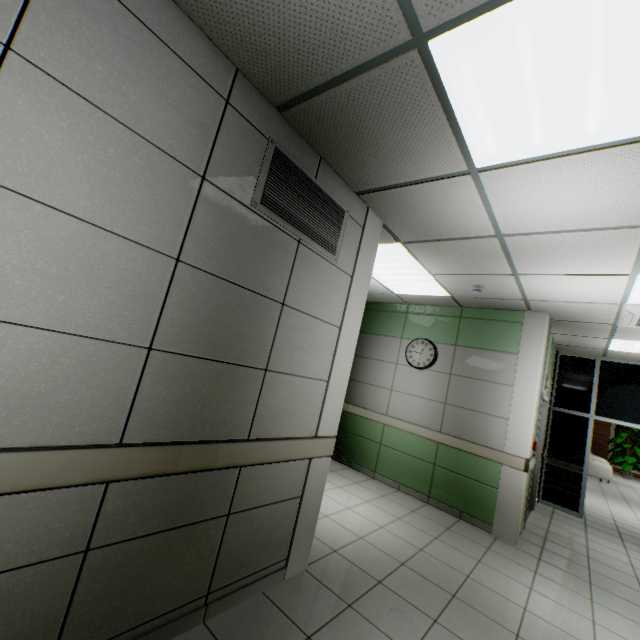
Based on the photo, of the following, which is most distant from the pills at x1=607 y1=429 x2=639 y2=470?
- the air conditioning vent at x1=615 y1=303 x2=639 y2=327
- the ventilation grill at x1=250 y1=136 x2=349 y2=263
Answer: the ventilation grill at x1=250 y1=136 x2=349 y2=263

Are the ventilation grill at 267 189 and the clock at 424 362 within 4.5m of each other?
yes

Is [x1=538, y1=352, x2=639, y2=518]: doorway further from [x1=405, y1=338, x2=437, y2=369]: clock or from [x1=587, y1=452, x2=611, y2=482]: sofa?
[x1=587, y1=452, x2=611, y2=482]: sofa

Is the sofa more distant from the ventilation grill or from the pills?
the ventilation grill

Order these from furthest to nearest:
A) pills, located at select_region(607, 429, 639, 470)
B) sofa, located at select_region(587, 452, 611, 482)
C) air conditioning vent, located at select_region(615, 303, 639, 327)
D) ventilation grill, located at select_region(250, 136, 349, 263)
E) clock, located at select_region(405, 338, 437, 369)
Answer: pills, located at select_region(607, 429, 639, 470)
sofa, located at select_region(587, 452, 611, 482)
clock, located at select_region(405, 338, 437, 369)
air conditioning vent, located at select_region(615, 303, 639, 327)
ventilation grill, located at select_region(250, 136, 349, 263)

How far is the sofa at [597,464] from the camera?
11.7m

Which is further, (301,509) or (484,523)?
(484,523)

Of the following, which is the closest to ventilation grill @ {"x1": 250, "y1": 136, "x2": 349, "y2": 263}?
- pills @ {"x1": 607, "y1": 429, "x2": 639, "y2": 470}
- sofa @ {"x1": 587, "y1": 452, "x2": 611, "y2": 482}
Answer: sofa @ {"x1": 587, "y1": 452, "x2": 611, "y2": 482}
